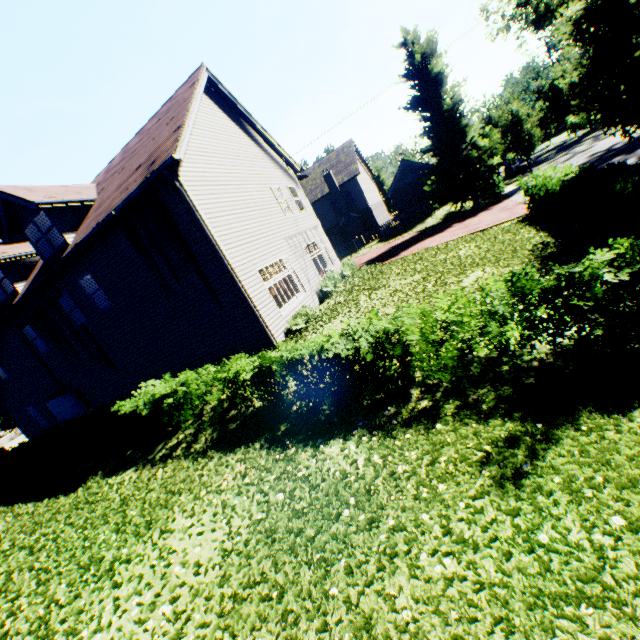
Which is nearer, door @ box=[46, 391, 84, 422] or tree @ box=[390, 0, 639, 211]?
tree @ box=[390, 0, 639, 211]

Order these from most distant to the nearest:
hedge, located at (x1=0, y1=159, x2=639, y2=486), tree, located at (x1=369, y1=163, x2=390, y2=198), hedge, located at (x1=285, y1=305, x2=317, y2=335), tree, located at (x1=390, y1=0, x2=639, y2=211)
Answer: tree, located at (x1=369, y1=163, x2=390, y2=198) → hedge, located at (x1=285, y1=305, x2=317, y2=335) → tree, located at (x1=390, y1=0, x2=639, y2=211) → hedge, located at (x1=0, y1=159, x2=639, y2=486)

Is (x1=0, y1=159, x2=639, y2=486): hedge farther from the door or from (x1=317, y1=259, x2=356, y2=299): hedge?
the door

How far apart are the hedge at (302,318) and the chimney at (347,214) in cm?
2469

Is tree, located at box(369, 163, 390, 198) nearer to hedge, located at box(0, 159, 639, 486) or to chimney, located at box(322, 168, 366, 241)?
hedge, located at box(0, 159, 639, 486)

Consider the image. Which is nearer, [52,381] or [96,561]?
[96,561]

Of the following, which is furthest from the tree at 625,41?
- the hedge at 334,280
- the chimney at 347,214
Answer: the hedge at 334,280

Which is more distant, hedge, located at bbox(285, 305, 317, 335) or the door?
the door
